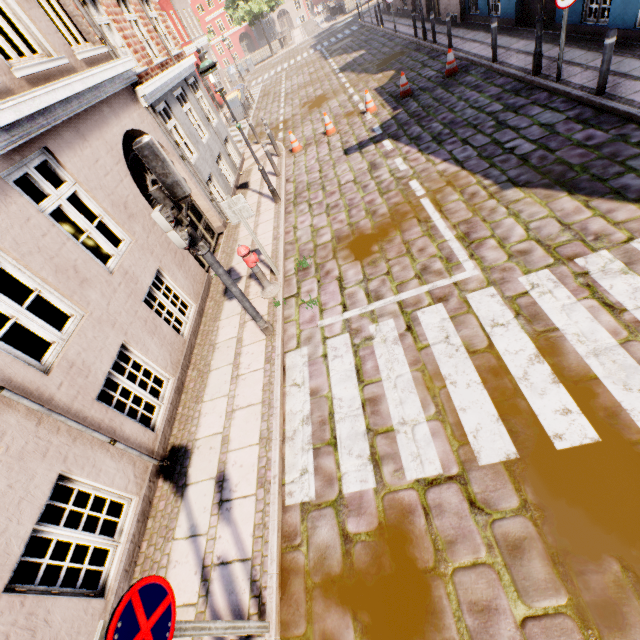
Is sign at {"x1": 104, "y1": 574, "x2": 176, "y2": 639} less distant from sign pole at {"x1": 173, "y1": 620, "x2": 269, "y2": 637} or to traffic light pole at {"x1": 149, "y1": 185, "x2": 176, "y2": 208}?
sign pole at {"x1": 173, "y1": 620, "x2": 269, "y2": 637}

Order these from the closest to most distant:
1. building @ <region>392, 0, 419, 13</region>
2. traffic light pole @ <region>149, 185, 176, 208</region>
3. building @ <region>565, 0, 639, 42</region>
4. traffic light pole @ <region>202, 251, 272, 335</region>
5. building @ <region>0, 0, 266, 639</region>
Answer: building @ <region>0, 0, 266, 639</region> < traffic light pole @ <region>149, 185, 176, 208</region> < traffic light pole @ <region>202, 251, 272, 335</region> < building @ <region>565, 0, 639, 42</region> < building @ <region>392, 0, 419, 13</region>

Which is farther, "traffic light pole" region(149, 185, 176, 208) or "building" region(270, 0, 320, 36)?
"building" region(270, 0, 320, 36)

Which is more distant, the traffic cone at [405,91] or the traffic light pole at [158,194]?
the traffic cone at [405,91]

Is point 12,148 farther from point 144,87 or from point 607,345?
point 607,345

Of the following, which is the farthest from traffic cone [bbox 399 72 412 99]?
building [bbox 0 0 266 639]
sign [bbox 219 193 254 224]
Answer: sign [bbox 219 193 254 224]

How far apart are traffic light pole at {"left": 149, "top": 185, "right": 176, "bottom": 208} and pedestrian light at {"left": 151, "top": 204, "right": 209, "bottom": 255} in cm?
12

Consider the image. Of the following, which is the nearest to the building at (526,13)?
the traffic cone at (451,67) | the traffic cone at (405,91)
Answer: the traffic cone at (451,67)
